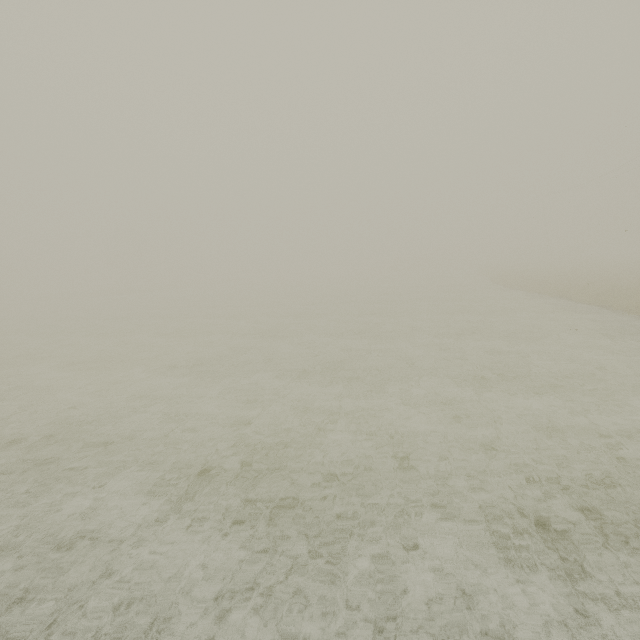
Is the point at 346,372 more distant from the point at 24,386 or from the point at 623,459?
the point at 24,386
